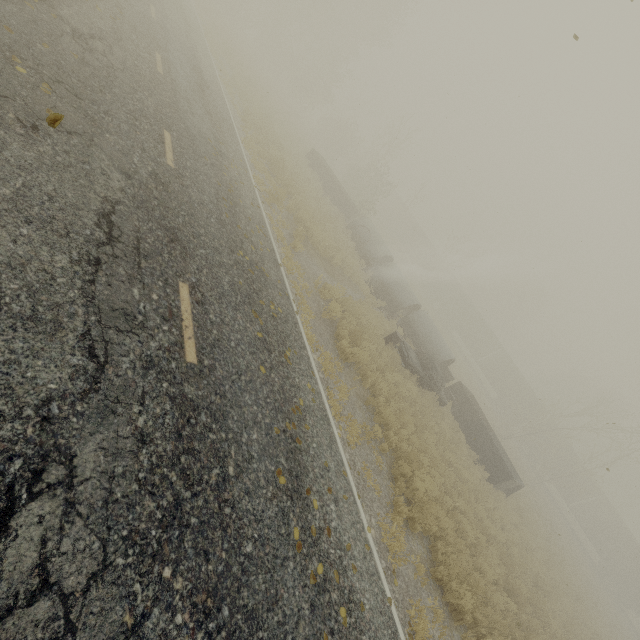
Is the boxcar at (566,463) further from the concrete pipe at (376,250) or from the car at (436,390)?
the car at (436,390)

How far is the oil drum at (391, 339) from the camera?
15.0m

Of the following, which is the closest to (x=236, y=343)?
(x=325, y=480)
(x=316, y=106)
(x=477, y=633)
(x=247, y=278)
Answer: (x=247, y=278)

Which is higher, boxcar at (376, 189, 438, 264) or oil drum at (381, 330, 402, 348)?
boxcar at (376, 189, 438, 264)

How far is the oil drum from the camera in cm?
1500

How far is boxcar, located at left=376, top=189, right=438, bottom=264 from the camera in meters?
49.7

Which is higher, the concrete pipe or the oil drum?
the concrete pipe

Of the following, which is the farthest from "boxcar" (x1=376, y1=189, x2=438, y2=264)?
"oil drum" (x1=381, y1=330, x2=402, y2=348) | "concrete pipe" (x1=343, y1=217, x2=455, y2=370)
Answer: "oil drum" (x1=381, y1=330, x2=402, y2=348)
